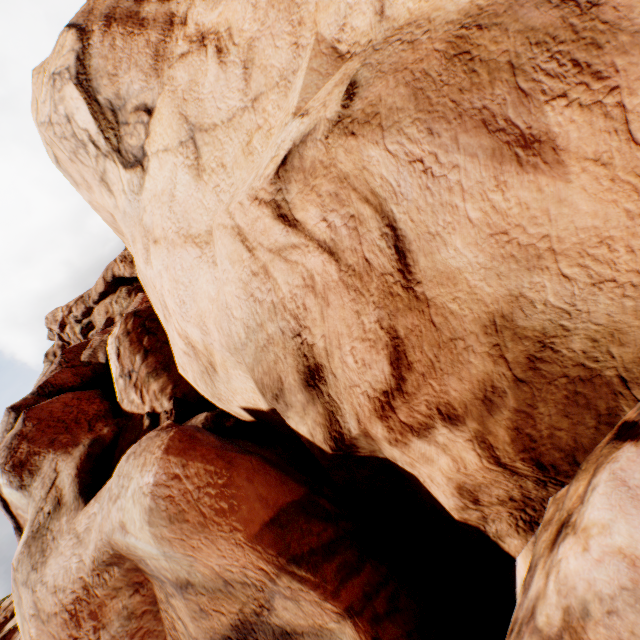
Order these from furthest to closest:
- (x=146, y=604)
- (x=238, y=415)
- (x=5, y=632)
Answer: (x=5, y=632), (x=238, y=415), (x=146, y=604)
